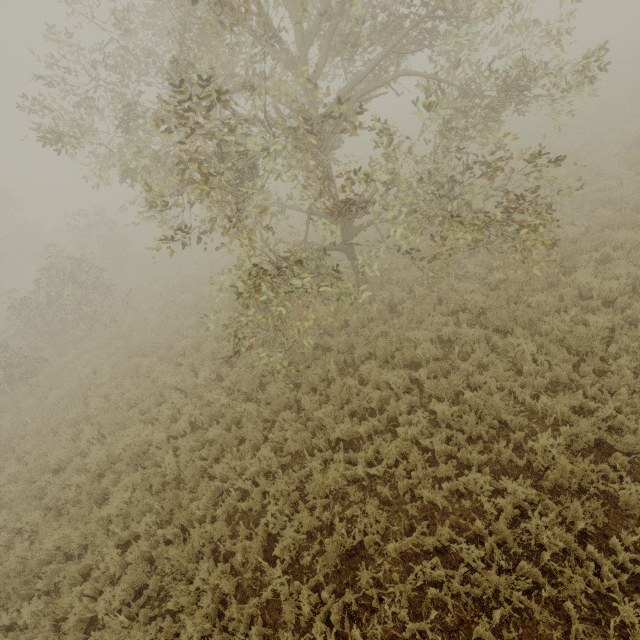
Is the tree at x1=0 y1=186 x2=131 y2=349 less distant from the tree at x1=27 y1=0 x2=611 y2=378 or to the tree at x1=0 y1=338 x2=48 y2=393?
the tree at x1=0 y1=338 x2=48 y2=393

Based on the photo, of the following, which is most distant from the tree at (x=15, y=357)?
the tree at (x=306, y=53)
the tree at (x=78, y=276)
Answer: the tree at (x=306, y=53)

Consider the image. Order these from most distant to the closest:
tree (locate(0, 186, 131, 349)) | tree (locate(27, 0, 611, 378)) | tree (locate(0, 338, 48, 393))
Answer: tree (locate(0, 186, 131, 349))
tree (locate(0, 338, 48, 393))
tree (locate(27, 0, 611, 378))

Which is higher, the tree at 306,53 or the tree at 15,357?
the tree at 306,53

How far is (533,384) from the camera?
6.7m

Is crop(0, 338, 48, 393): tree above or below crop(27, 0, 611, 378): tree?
below

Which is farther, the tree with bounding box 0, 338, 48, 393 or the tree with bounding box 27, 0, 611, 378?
the tree with bounding box 0, 338, 48, 393
